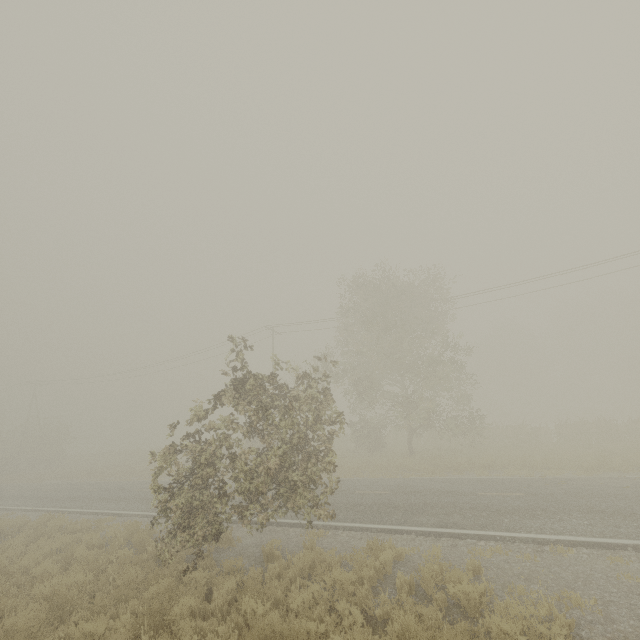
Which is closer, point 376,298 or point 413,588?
point 413,588
